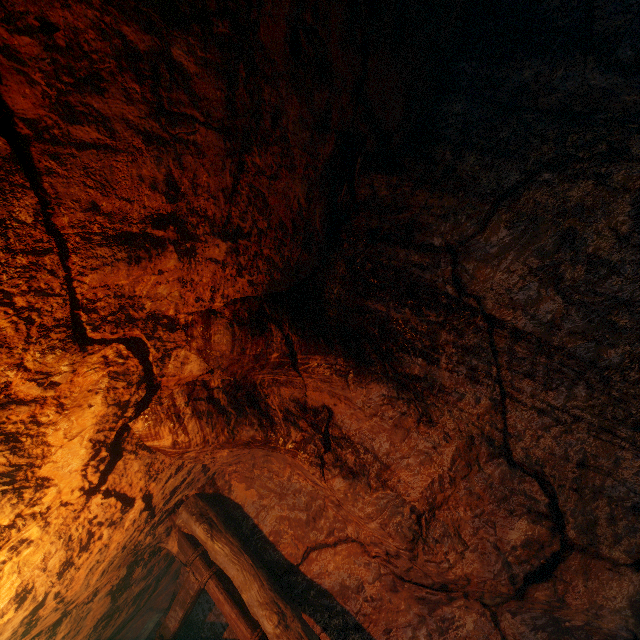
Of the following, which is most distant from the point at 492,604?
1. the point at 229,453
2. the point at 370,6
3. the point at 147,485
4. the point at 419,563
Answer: the point at 370,6
